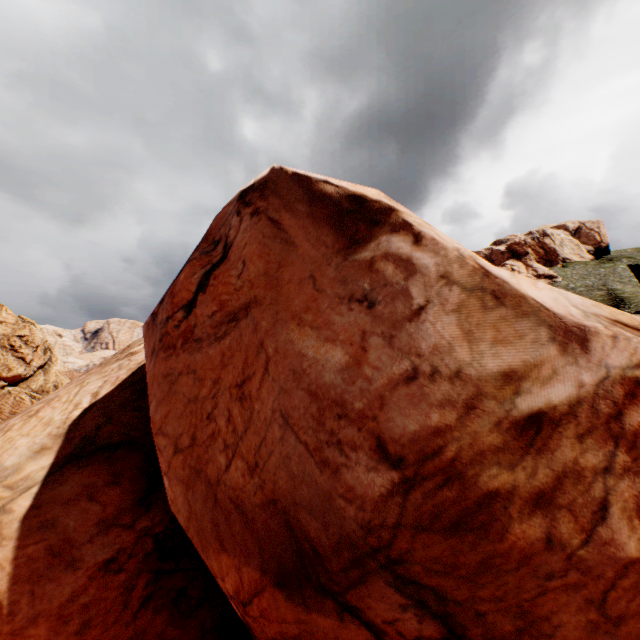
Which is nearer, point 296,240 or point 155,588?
point 296,240
